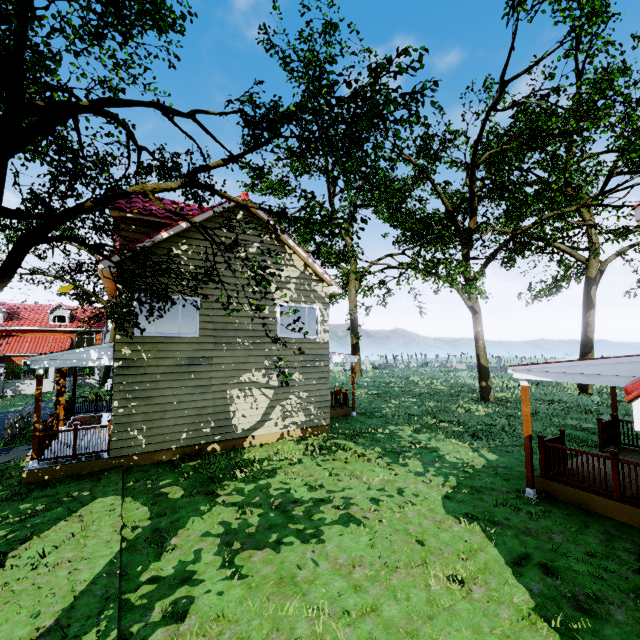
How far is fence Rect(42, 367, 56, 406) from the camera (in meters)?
21.19

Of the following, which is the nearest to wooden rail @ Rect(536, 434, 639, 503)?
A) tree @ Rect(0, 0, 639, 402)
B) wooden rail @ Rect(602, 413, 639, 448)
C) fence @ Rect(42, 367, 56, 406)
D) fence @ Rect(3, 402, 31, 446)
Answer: wooden rail @ Rect(602, 413, 639, 448)

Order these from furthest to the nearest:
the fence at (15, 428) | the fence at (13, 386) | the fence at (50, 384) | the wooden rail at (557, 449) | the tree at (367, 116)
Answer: the fence at (13, 386), the fence at (50, 384), the fence at (15, 428), the wooden rail at (557, 449), the tree at (367, 116)

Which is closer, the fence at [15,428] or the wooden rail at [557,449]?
the wooden rail at [557,449]

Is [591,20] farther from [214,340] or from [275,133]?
[214,340]

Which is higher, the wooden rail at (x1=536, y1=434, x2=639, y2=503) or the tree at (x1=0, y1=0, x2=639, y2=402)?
the tree at (x1=0, y1=0, x2=639, y2=402)

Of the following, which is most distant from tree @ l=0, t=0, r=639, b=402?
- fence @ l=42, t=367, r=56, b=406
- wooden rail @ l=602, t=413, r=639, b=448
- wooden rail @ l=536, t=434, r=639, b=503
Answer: wooden rail @ l=602, t=413, r=639, b=448

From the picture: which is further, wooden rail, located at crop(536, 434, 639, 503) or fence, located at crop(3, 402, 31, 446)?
fence, located at crop(3, 402, 31, 446)
